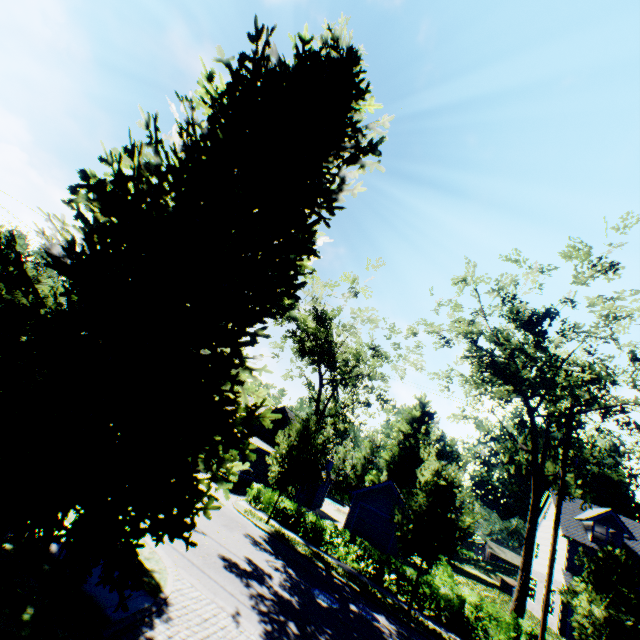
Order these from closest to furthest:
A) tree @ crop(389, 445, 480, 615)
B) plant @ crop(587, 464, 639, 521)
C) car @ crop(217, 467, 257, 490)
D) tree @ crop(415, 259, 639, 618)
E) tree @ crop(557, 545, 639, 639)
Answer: tree @ crop(557, 545, 639, 639) < tree @ crop(389, 445, 480, 615) < tree @ crop(415, 259, 639, 618) < car @ crop(217, 467, 257, 490) < plant @ crop(587, 464, 639, 521)

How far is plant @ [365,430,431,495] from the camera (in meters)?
55.88

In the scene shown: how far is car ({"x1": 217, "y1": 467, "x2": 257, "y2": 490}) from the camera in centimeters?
2278cm

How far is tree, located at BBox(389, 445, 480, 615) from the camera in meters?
15.0 m

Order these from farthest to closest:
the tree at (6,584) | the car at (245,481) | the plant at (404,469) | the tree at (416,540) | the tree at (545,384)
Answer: the plant at (404,469)
the car at (245,481)
the tree at (545,384)
the tree at (416,540)
the tree at (6,584)

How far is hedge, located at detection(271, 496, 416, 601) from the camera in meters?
17.2

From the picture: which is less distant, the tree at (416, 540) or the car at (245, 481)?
the tree at (416, 540)

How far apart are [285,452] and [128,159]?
17.0 meters
